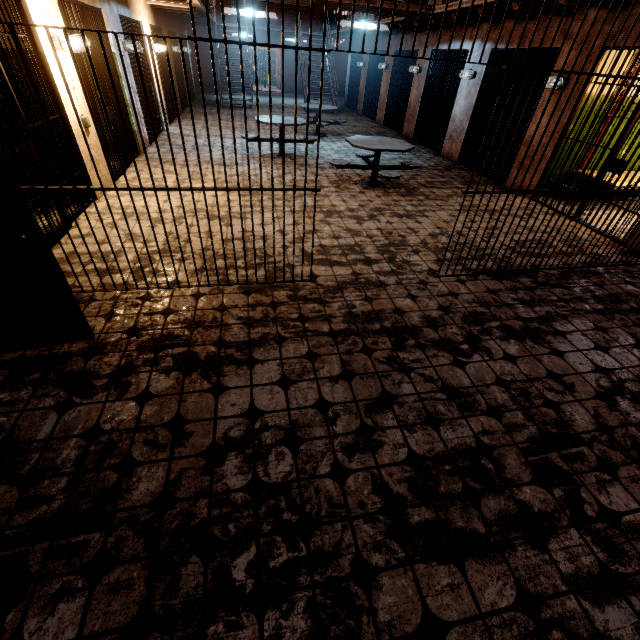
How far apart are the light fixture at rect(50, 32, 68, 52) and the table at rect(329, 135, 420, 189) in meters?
3.9

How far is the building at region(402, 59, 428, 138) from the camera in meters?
10.1

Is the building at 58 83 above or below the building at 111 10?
below

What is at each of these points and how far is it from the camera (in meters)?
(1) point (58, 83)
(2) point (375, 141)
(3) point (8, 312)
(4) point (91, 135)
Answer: (1) building, 4.19
(2) table, 6.13
(3) door, 2.32
(4) building, 4.99

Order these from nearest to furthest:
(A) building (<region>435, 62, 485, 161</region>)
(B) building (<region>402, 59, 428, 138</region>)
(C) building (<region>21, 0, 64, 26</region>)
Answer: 1. (C) building (<region>21, 0, 64, 26</region>)
2. (A) building (<region>435, 62, 485, 161</region>)
3. (B) building (<region>402, 59, 428, 138</region>)

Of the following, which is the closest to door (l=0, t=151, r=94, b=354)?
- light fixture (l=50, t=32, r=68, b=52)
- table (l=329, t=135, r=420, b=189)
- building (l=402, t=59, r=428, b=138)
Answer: light fixture (l=50, t=32, r=68, b=52)

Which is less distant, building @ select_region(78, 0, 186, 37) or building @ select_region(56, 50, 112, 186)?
building @ select_region(56, 50, 112, 186)

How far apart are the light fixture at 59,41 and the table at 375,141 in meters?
3.9
